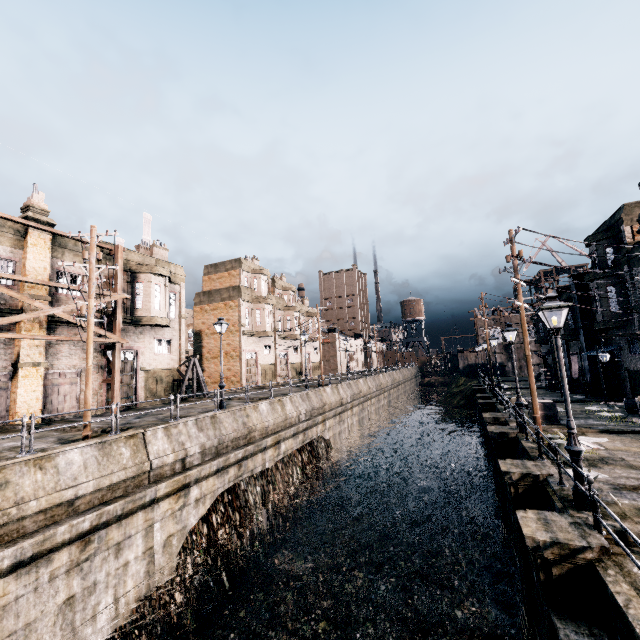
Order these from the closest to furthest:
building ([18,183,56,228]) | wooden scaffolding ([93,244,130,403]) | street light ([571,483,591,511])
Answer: street light ([571,483,591,511]), building ([18,183,56,228]), wooden scaffolding ([93,244,130,403])

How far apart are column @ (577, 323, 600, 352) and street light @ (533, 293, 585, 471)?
Answer: 26.91m

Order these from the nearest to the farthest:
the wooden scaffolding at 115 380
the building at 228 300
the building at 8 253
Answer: the building at 8 253 < the wooden scaffolding at 115 380 < the building at 228 300

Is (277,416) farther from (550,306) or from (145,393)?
(550,306)

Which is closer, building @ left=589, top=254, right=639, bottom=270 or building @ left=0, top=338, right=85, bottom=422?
building @ left=0, top=338, right=85, bottom=422

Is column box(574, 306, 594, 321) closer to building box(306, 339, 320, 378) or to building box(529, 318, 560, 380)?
building box(529, 318, 560, 380)

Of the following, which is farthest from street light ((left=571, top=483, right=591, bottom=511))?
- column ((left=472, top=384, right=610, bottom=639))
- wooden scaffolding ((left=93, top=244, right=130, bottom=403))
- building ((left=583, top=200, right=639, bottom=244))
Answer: wooden scaffolding ((left=93, top=244, right=130, bottom=403))

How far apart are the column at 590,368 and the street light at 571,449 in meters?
26.9 m
